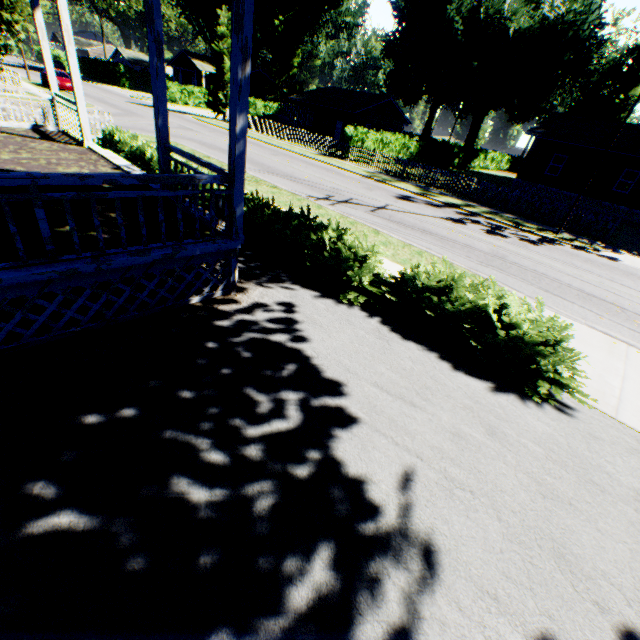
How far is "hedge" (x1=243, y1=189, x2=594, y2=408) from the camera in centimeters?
508cm

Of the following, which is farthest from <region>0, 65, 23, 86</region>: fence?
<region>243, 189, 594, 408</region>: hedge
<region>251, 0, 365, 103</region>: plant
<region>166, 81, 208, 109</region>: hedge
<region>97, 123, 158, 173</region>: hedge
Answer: <region>251, 0, 365, 103</region>: plant

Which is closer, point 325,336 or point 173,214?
point 325,336

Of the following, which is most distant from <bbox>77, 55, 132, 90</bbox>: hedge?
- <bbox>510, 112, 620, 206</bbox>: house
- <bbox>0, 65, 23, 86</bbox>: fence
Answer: <bbox>510, 112, 620, 206</bbox>: house

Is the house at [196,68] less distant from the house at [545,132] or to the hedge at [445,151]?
the hedge at [445,151]

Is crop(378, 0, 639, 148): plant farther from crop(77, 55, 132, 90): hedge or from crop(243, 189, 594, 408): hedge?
crop(77, 55, 132, 90): hedge

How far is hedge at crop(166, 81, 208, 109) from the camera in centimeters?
4234cm

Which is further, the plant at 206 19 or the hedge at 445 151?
the plant at 206 19
